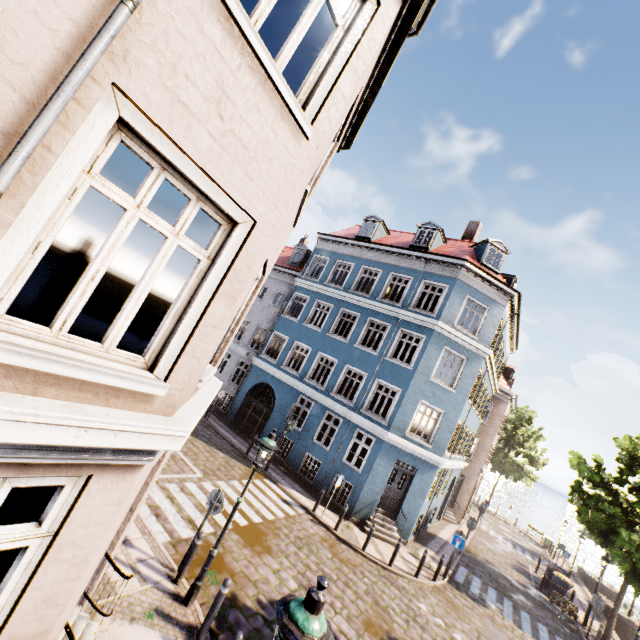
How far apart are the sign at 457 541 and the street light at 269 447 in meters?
11.6 m

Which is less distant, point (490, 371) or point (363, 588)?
point (363, 588)

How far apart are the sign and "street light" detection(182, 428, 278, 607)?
11.6m

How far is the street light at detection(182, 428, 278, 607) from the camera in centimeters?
666cm

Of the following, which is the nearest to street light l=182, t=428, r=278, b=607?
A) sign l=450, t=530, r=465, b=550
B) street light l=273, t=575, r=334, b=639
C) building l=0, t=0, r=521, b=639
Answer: building l=0, t=0, r=521, b=639

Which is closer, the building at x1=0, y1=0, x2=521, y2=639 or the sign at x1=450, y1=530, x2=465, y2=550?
the building at x1=0, y1=0, x2=521, y2=639

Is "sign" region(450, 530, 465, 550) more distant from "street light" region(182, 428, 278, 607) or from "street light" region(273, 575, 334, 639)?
"street light" region(273, 575, 334, 639)

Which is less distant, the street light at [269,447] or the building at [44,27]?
the building at [44,27]
